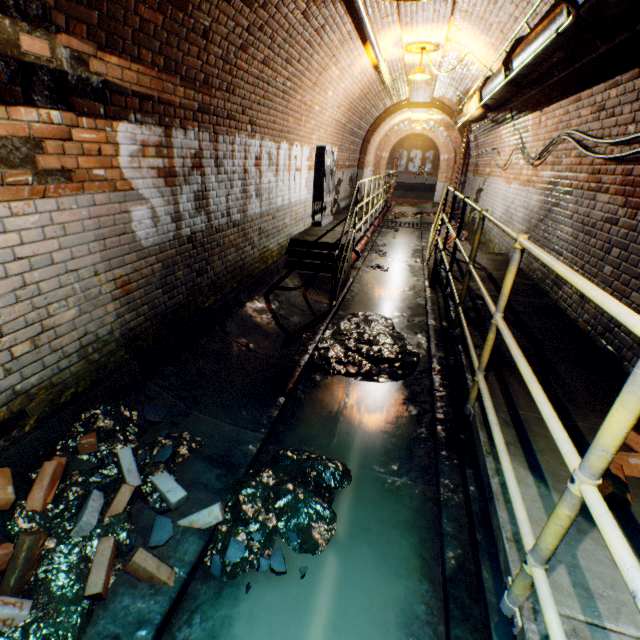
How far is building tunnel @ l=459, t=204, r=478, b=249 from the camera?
9.7 meters

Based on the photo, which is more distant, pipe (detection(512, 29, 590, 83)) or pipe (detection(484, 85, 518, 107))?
pipe (detection(484, 85, 518, 107))

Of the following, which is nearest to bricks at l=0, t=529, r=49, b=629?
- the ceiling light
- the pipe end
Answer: the pipe end

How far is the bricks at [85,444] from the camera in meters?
2.5

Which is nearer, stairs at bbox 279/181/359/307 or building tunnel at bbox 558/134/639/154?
building tunnel at bbox 558/134/639/154

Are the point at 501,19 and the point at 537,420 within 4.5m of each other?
no

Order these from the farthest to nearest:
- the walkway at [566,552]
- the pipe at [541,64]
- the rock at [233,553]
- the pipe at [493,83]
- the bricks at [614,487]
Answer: the pipe at [493,83], the pipe at [541,64], the rock at [233,553], the bricks at [614,487], the walkway at [566,552]

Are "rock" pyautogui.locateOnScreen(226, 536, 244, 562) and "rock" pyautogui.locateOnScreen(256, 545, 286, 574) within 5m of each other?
yes
